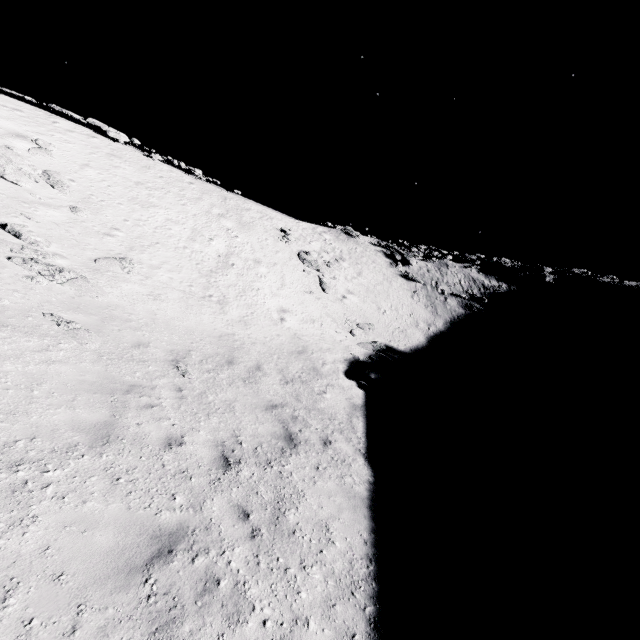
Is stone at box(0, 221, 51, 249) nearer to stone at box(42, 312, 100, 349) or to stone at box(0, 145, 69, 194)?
stone at box(0, 145, 69, 194)

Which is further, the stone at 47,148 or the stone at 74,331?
the stone at 47,148

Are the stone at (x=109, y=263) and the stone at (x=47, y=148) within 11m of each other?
yes

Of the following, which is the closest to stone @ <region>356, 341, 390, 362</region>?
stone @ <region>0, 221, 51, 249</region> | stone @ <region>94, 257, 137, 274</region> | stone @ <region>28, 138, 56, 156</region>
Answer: stone @ <region>94, 257, 137, 274</region>

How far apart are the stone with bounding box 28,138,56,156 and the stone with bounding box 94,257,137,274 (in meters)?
8.25

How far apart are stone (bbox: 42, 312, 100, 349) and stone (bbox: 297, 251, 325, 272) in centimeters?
1991cm

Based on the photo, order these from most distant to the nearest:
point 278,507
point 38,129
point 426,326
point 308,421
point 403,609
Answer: point 426,326 → point 38,129 → point 308,421 → point 278,507 → point 403,609

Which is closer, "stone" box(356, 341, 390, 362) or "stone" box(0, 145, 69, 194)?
"stone" box(0, 145, 69, 194)
